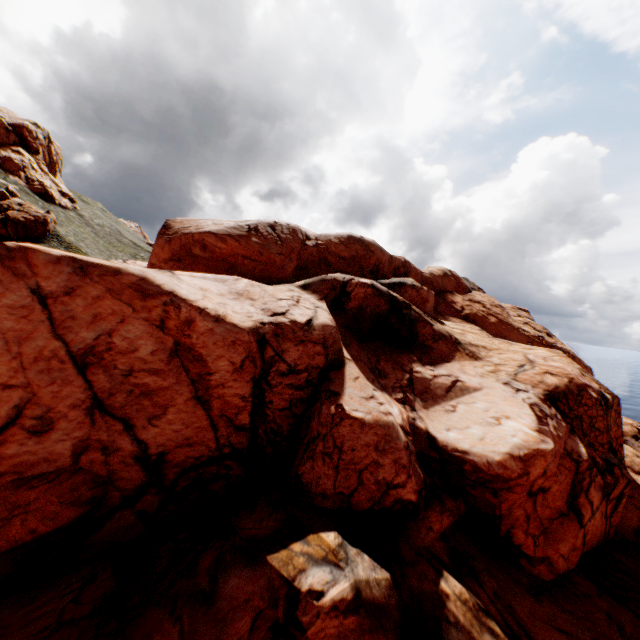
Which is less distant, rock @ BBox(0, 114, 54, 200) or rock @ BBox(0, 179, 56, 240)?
rock @ BBox(0, 179, 56, 240)

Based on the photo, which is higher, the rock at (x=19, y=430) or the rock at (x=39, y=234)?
the rock at (x=39, y=234)

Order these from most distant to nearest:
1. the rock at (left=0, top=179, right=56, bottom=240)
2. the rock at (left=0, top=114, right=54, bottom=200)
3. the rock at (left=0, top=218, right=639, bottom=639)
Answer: the rock at (left=0, top=114, right=54, bottom=200) → the rock at (left=0, top=179, right=56, bottom=240) → the rock at (left=0, top=218, right=639, bottom=639)

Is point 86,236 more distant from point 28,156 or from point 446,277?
point 446,277

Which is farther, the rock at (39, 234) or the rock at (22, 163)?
the rock at (22, 163)

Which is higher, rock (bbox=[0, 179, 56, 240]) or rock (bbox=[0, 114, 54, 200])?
rock (bbox=[0, 114, 54, 200])
